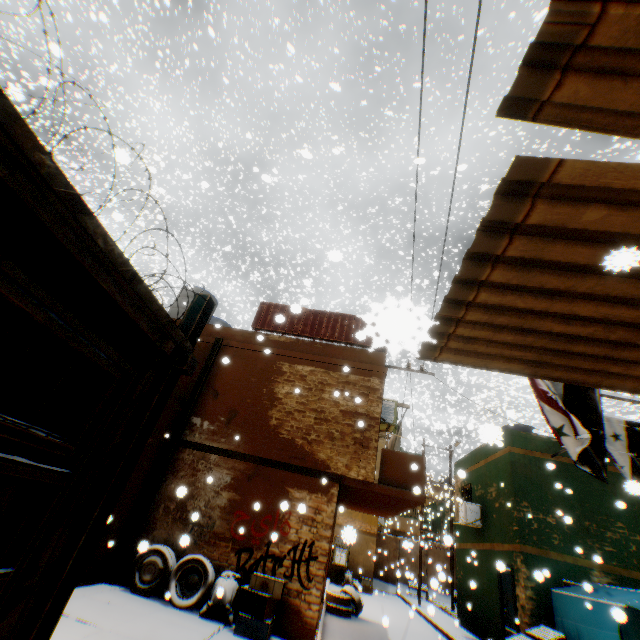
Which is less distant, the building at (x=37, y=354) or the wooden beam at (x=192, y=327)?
the building at (x=37, y=354)

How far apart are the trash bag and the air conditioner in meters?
5.1 m

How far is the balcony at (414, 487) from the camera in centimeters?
831cm

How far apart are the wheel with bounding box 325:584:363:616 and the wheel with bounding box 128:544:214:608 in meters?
6.6 m

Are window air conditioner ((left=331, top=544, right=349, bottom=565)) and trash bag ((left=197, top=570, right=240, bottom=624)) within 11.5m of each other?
no

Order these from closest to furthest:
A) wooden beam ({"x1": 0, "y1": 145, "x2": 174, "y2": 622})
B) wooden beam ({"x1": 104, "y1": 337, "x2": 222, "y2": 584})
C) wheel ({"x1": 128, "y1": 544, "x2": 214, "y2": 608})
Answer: wooden beam ({"x1": 0, "y1": 145, "x2": 174, "y2": 622})
wheel ({"x1": 128, "y1": 544, "x2": 214, "y2": 608})
wooden beam ({"x1": 104, "y1": 337, "x2": 222, "y2": 584})

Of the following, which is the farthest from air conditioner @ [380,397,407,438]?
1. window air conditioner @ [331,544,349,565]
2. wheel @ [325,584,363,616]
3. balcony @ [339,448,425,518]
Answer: window air conditioner @ [331,544,349,565]

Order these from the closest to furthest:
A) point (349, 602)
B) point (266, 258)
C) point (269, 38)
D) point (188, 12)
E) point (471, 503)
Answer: point (349, 602) < point (266, 258) < point (471, 503) < point (188, 12) < point (269, 38)
